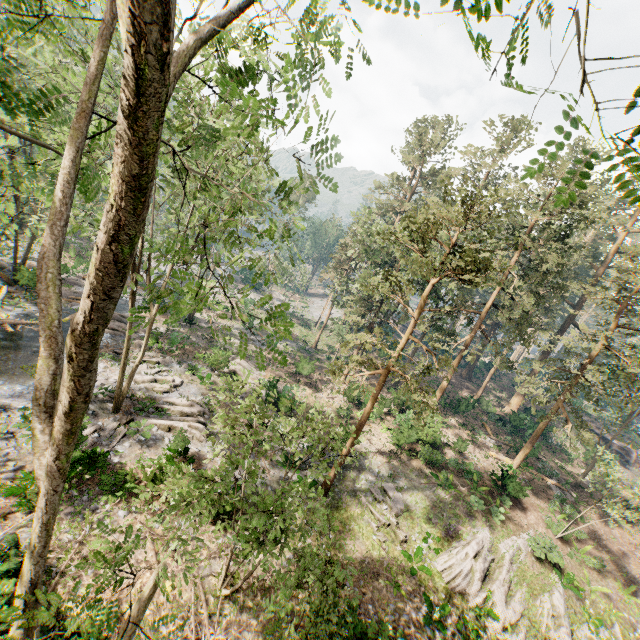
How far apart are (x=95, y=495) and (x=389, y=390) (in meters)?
22.83

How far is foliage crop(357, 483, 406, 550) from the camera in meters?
17.7 m

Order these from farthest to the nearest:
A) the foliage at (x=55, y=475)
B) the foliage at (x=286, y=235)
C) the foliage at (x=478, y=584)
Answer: the foliage at (x=478, y=584), the foliage at (x=286, y=235), the foliage at (x=55, y=475)

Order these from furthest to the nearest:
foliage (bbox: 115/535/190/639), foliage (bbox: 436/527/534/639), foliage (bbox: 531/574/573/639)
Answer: foliage (bbox: 531/574/573/639)
foliage (bbox: 436/527/534/639)
foliage (bbox: 115/535/190/639)

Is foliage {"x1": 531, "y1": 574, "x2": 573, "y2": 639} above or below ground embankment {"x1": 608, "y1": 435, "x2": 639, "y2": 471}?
below

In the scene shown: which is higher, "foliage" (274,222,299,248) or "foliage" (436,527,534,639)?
"foliage" (274,222,299,248)

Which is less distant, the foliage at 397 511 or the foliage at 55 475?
the foliage at 55 475
